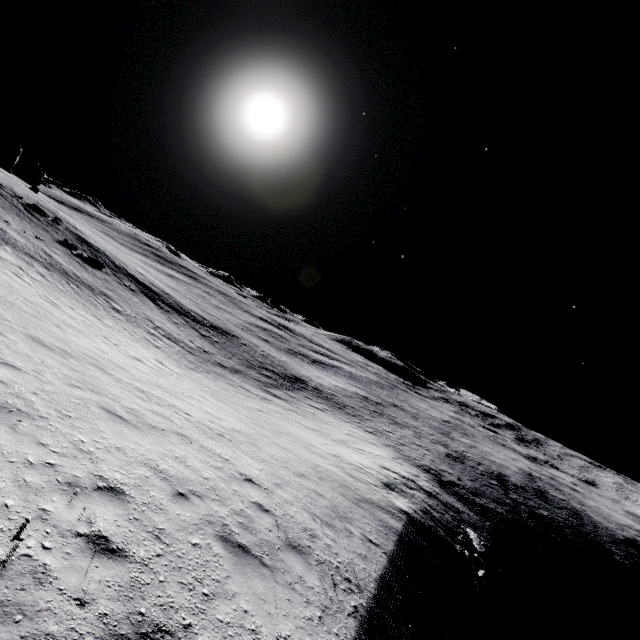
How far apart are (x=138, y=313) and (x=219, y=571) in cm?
3070
